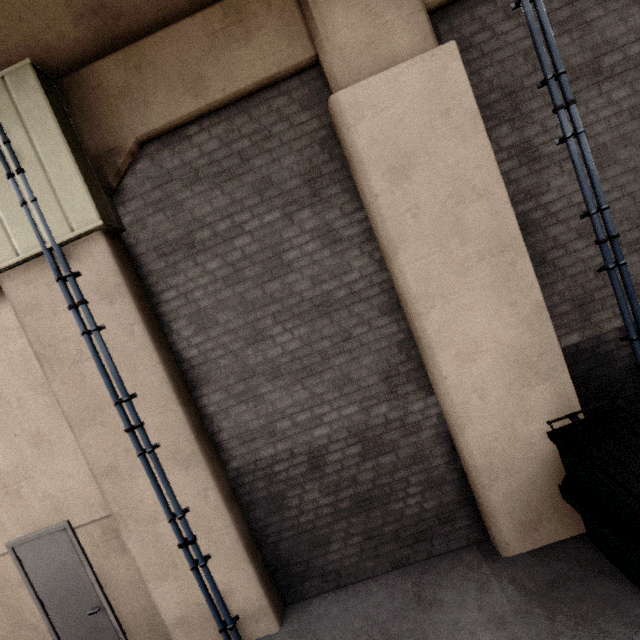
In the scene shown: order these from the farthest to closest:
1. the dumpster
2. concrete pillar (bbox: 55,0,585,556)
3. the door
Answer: the door < concrete pillar (bbox: 55,0,585,556) < the dumpster

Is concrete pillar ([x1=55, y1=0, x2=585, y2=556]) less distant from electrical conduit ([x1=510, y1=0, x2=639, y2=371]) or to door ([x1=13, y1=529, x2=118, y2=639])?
electrical conduit ([x1=510, y1=0, x2=639, y2=371])

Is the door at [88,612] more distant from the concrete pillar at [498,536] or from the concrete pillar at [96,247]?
the concrete pillar at [498,536]

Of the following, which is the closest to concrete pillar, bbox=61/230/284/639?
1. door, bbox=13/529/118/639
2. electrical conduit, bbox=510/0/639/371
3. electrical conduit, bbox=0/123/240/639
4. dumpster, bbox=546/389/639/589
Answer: electrical conduit, bbox=0/123/240/639

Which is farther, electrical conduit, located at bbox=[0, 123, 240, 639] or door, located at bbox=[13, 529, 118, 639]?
door, located at bbox=[13, 529, 118, 639]

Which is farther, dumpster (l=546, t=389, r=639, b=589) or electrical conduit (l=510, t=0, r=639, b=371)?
electrical conduit (l=510, t=0, r=639, b=371)

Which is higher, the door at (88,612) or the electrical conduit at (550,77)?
the electrical conduit at (550,77)

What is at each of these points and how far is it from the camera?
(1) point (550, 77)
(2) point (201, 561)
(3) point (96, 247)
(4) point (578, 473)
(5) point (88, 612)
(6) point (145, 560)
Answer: (1) electrical conduit, 3.37m
(2) electrical conduit, 3.76m
(3) concrete pillar, 3.55m
(4) dumpster, 3.09m
(5) door, 4.29m
(6) concrete pillar, 3.91m
